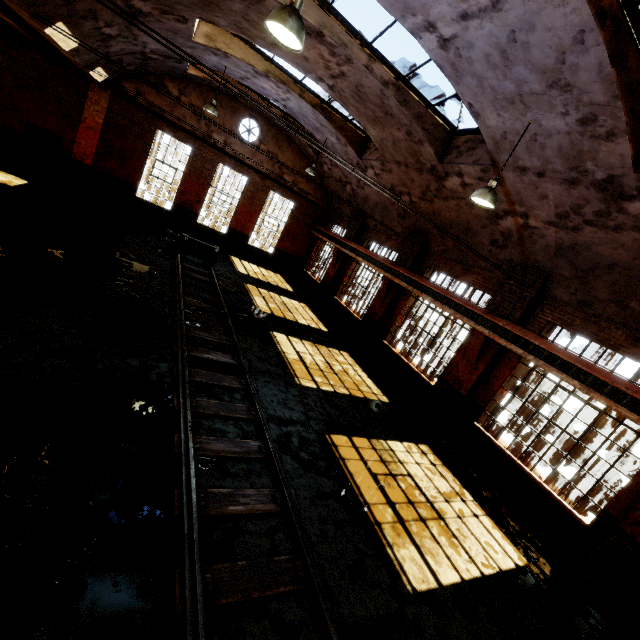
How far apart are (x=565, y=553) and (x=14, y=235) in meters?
15.8

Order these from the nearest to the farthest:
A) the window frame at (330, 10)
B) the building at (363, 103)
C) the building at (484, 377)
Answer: the building at (363, 103)
the building at (484, 377)
the window frame at (330, 10)

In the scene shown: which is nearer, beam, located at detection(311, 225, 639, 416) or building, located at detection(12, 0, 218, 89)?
beam, located at detection(311, 225, 639, 416)

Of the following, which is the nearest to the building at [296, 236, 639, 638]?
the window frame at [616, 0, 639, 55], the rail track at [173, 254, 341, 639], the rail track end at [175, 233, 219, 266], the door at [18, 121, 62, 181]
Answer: the window frame at [616, 0, 639, 55]

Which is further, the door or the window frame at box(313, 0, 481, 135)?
the door

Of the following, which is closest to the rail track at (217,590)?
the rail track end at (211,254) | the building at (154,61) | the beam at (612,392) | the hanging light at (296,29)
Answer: the rail track end at (211,254)

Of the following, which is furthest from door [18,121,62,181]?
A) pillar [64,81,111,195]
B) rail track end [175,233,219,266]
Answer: rail track end [175,233,219,266]

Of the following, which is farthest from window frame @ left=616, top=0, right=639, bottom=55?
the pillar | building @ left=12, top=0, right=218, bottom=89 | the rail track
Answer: the pillar
